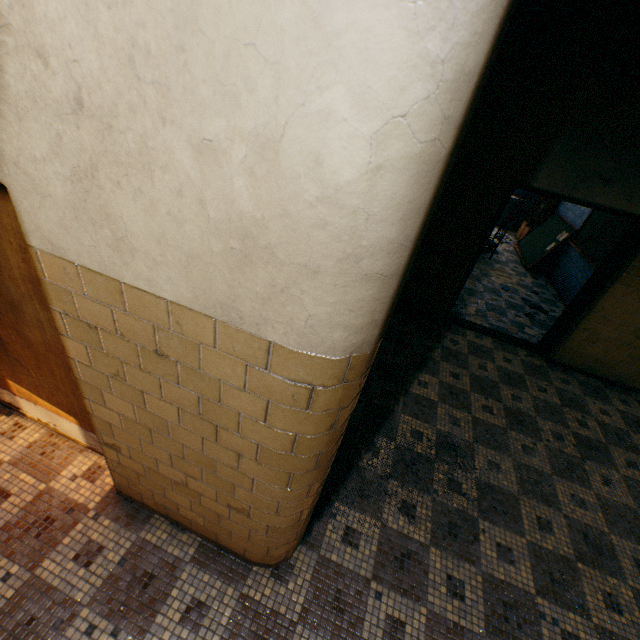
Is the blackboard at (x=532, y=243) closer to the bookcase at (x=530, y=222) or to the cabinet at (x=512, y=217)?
the bookcase at (x=530, y=222)

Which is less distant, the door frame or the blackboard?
the door frame

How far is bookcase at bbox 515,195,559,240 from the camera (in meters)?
8.89

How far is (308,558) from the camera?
2.3m

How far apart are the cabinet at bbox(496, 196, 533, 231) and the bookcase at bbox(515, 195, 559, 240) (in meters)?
0.56

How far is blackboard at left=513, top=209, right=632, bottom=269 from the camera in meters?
6.0 m

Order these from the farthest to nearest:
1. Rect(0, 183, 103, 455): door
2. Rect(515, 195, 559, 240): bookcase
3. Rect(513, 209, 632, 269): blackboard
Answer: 1. Rect(515, 195, 559, 240): bookcase
2. Rect(513, 209, 632, 269): blackboard
3. Rect(0, 183, 103, 455): door

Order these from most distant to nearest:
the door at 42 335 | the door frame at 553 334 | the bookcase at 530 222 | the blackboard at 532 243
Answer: the bookcase at 530 222 → the blackboard at 532 243 → the door frame at 553 334 → the door at 42 335
